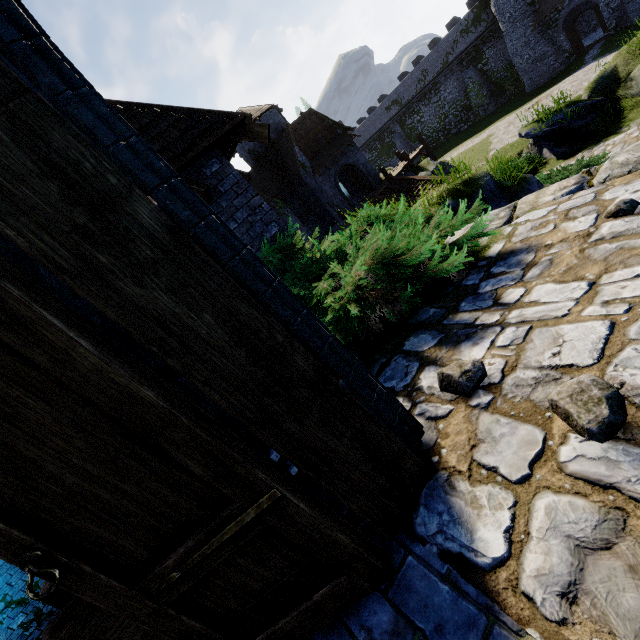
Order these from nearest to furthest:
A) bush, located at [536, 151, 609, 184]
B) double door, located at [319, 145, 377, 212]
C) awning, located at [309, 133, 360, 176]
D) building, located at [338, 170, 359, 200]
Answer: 1. bush, located at [536, 151, 609, 184]
2. awning, located at [309, 133, 360, 176]
3. double door, located at [319, 145, 377, 212]
4. building, located at [338, 170, 359, 200]

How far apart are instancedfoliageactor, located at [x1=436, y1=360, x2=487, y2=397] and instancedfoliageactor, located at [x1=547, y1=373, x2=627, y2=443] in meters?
0.3 m

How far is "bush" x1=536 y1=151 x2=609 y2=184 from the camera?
9.58m

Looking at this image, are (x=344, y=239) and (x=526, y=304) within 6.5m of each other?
yes

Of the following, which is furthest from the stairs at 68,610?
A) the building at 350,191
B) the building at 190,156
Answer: the building at 350,191

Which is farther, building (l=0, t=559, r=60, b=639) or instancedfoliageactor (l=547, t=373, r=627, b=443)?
building (l=0, t=559, r=60, b=639)

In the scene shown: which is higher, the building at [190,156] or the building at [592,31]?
the building at [190,156]

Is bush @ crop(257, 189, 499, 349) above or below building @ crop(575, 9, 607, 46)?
above
